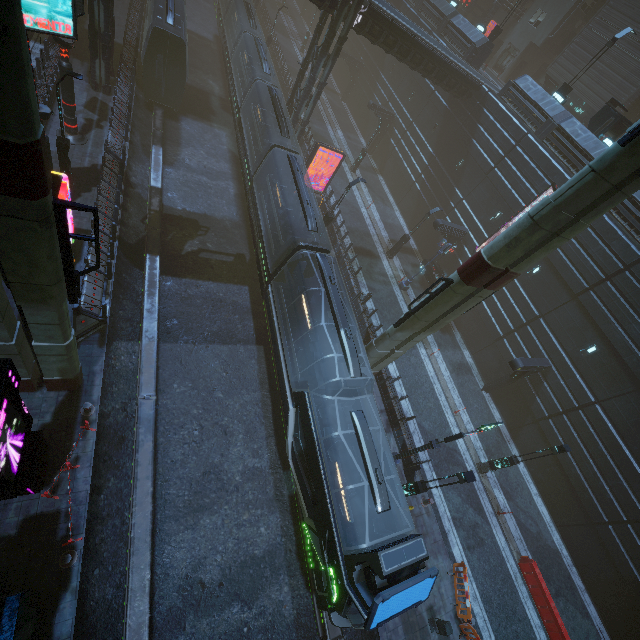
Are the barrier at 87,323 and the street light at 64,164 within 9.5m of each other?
yes

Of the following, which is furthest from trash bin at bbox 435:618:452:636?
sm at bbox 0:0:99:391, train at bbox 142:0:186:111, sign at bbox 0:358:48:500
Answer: sign at bbox 0:358:48:500

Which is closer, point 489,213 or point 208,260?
point 208,260

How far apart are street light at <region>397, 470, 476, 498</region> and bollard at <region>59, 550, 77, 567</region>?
12.3 meters

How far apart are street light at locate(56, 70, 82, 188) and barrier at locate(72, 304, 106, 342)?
8.0 meters

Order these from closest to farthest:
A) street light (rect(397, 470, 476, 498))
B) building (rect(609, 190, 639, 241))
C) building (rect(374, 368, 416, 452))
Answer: street light (rect(397, 470, 476, 498)), building (rect(374, 368, 416, 452)), building (rect(609, 190, 639, 241))

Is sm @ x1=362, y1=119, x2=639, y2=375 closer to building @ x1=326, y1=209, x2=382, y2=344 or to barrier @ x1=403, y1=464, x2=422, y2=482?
building @ x1=326, y1=209, x2=382, y2=344

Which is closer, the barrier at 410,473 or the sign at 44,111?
the sign at 44,111
